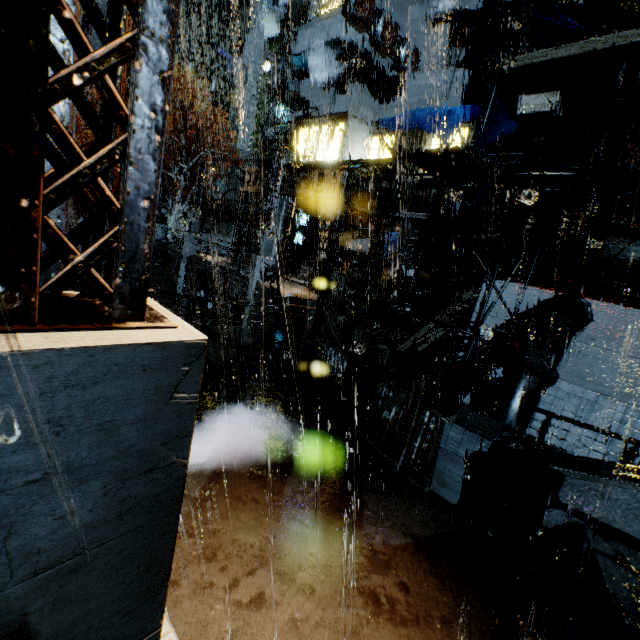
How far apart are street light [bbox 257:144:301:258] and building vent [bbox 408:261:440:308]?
9.5 meters

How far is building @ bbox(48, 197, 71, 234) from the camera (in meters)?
2.27

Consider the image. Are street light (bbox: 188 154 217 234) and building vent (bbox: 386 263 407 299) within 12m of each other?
no

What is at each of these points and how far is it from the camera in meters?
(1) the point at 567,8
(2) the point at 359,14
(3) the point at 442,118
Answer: (1) building, 17.9 m
(2) sign, 19.2 m
(3) cloth, 18.8 m

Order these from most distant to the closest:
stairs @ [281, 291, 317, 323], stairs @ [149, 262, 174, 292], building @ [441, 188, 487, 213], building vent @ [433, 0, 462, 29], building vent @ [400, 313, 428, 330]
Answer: stairs @ [149, 262, 174, 292] → building vent @ [400, 313, 428, 330] → building vent @ [433, 0, 462, 29] → building @ [441, 188, 487, 213] → stairs @ [281, 291, 317, 323]

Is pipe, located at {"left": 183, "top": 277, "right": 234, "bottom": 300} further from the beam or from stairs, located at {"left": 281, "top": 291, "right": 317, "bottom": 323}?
the beam

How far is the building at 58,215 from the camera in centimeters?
227cm

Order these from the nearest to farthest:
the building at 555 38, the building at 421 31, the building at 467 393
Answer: A:
1. the building at 467 393
2. the building at 555 38
3. the building at 421 31
